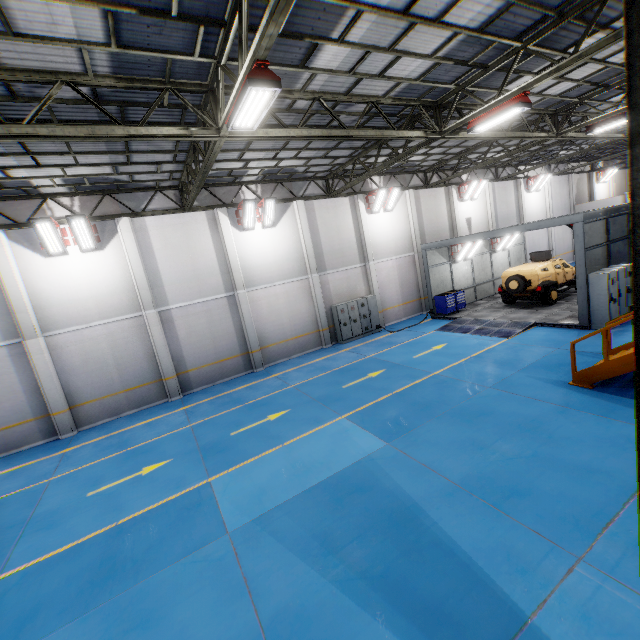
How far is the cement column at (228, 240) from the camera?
14.9m

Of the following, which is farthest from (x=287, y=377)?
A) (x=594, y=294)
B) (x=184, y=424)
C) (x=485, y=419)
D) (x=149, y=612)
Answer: (x=594, y=294)

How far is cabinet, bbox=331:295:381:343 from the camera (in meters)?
17.80

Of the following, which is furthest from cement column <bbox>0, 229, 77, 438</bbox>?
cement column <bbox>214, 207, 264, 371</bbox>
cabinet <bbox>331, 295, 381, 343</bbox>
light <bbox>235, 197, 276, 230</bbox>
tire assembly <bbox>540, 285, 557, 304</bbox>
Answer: tire assembly <bbox>540, 285, 557, 304</bbox>

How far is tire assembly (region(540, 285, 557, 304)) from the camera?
16.22m

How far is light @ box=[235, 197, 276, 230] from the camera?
14.6m

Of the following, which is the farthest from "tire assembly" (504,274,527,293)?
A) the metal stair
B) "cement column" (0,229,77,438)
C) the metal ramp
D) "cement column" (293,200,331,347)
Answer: "cement column" (0,229,77,438)

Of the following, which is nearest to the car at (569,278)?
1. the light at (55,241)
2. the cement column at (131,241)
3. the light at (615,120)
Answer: the light at (615,120)
